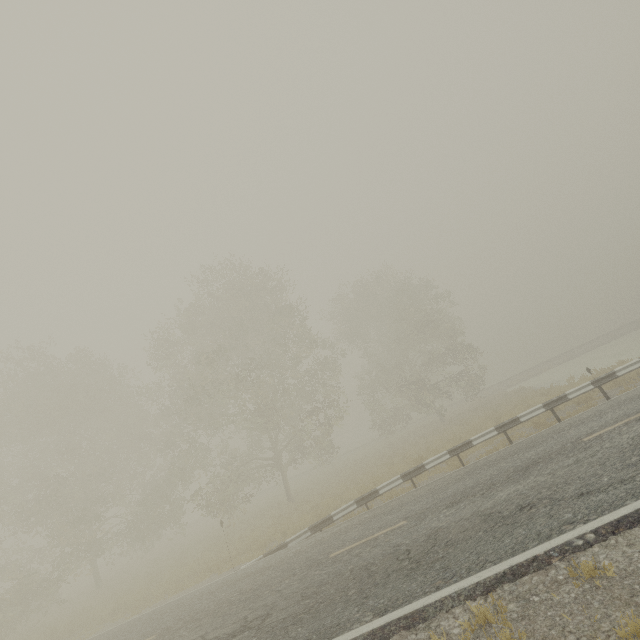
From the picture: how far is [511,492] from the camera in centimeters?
733cm
